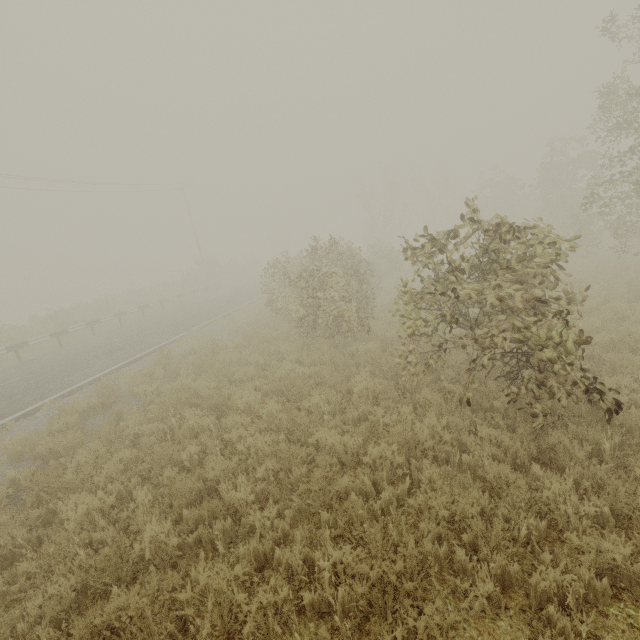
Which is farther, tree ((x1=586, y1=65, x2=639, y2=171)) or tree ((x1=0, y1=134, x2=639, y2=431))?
tree ((x1=586, y1=65, x2=639, y2=171))

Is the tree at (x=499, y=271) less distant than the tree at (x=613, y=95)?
Yes

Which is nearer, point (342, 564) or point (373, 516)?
point (342, 564)
